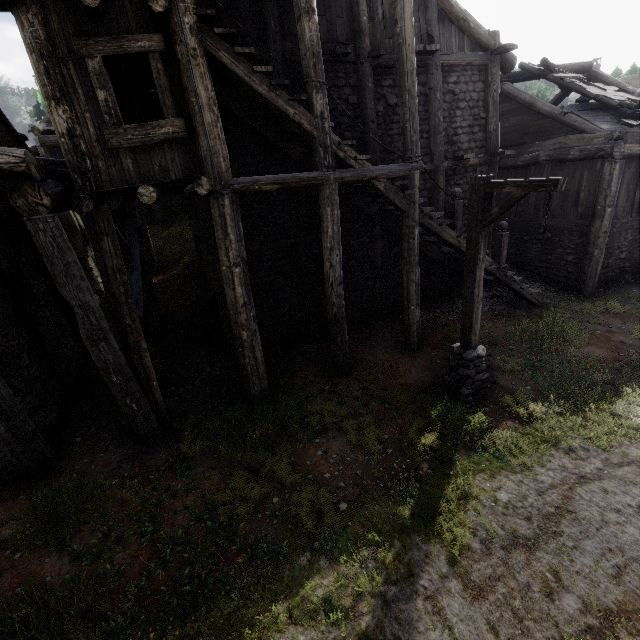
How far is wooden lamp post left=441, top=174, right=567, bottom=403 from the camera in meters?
5.2

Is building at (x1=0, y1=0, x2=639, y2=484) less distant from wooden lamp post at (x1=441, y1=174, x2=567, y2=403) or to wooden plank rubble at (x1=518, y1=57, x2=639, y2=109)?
wooden plank rubble at (x1=518, y1=57, x2=639, y2=109)

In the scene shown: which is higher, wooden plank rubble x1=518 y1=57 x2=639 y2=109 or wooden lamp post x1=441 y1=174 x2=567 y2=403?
wooden plank rubble x1=518 y1=57 x2=639 y2=109

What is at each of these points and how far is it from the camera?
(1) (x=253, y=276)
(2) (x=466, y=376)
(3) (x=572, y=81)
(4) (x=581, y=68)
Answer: (1) building, 9.26m
(2) wooden lamp post, 7.23m
(3) wooden plank rubble, 11.75m
(4) building, 14.11m

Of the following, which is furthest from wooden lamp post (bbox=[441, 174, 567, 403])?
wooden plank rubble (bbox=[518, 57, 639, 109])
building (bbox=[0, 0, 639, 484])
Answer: wooden plank rubble (bbox=[518, 57, 639, 109])

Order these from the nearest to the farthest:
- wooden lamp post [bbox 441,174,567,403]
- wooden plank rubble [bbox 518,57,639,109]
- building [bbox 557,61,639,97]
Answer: wooden lamp post [bbox 441,174,567,403]
wooden plank rubble [bbox 518,57,639,109]
building [bbox 557,61,639,97]

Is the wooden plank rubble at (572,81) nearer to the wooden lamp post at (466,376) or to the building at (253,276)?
the building at (253,276)

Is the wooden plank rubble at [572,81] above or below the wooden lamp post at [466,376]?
above
